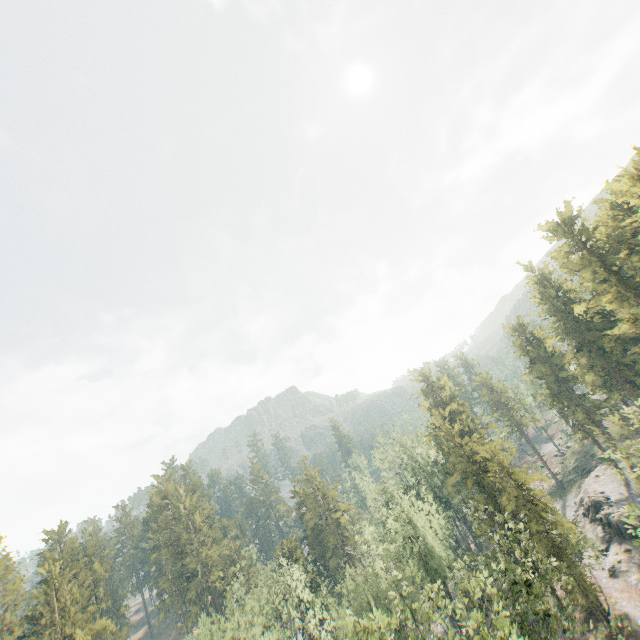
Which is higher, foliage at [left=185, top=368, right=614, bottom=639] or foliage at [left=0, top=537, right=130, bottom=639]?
foliage at [left=0, top=537, right=130, bottom=639]

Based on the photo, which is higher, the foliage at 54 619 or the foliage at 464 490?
the foliage at 54 619

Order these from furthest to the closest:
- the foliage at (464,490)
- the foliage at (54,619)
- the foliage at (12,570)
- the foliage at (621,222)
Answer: the foliage at (12,570)
the foliage at (54,619)
the foliage at (621,222)
the foliage at (464,490)

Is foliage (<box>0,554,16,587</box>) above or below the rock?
above

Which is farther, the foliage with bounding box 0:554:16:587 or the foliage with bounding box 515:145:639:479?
the foliage with bounding box 0:554:16:587

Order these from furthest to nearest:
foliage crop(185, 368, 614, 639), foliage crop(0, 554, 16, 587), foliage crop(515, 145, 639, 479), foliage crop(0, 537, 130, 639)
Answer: foliage crop(0, 554, 16, 587), foliage crop(0, 537, 130, 639), foliage crop(515, 145, 639, 479), foliage crop(185, 368, 614, 639)

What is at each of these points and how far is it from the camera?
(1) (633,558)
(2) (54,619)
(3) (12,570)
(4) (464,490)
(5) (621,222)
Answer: (1) rock, 39.8m
(2) foliage, 42.8m
(3) foliage, 48.7m
(4) foliage, 45.4m
(5) foliage, 42.8m
